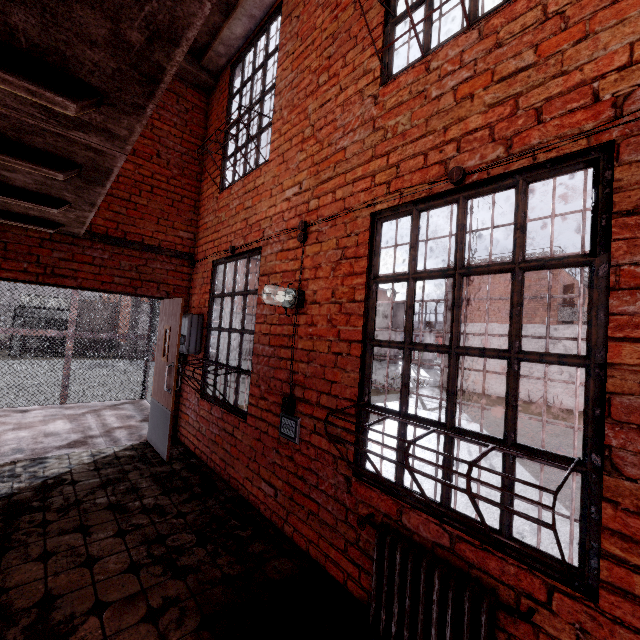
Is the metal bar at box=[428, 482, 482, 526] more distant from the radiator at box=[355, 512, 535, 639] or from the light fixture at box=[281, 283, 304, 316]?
the light fixture at box=[281, 283, 304, 316]

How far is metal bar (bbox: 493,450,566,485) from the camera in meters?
1.6

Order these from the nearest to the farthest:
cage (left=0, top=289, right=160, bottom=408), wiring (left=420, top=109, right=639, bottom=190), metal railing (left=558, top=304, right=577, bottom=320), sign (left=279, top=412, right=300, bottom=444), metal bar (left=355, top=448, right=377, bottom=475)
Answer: wiring (left=420, top=109, right=639, bottom=190) < metal bar (left=355, top=448, right=377, bottom=475) < sign (left=279, top=412, right=300, bottom=444) < cage (left=0, top=289, right=160, bottom=408) < metal railing (left=558, top=304, right=577, bottom=320)

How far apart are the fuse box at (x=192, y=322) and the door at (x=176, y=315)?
0.18m

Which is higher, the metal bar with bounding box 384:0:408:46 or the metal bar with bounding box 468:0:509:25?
the metal bar with bounding box 384:0:408:46

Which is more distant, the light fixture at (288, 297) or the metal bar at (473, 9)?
the light fixture at (288, 297)

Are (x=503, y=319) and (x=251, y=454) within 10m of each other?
no
